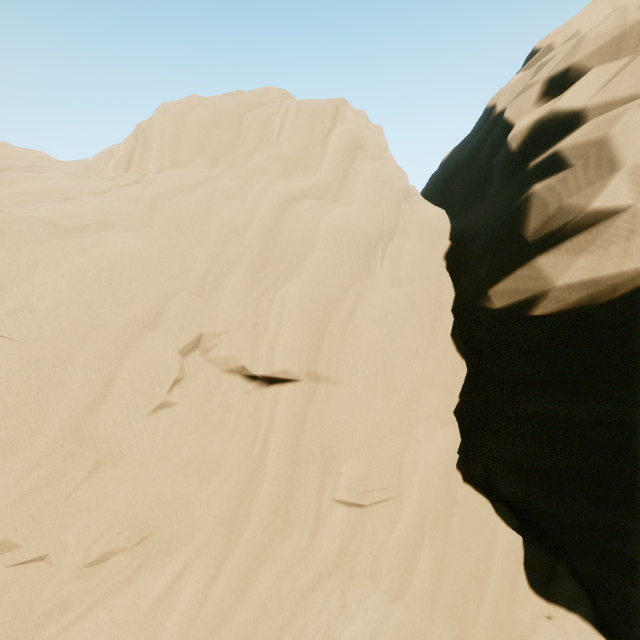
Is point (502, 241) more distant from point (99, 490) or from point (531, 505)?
point (99, 490)
